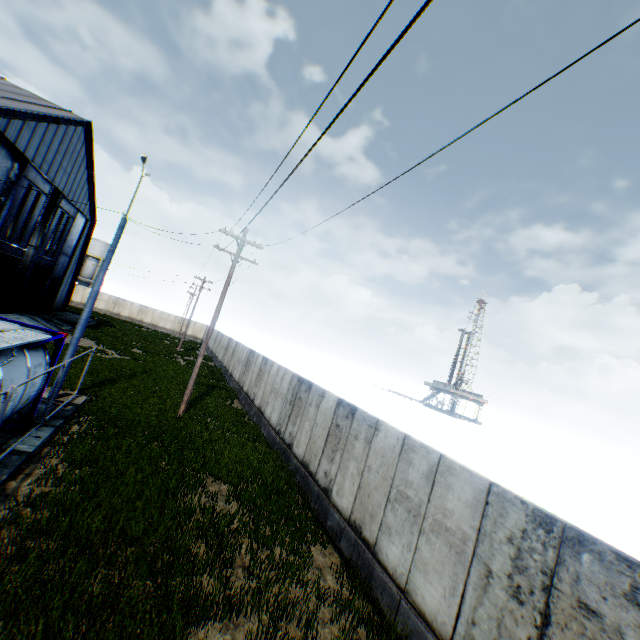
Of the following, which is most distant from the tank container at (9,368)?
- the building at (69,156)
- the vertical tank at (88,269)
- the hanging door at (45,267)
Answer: the vertical tank at (88,269)

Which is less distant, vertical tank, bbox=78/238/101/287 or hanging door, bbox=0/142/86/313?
hanging door, bbox=0/142/86/313

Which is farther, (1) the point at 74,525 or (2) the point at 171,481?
(2) the point at 171,481

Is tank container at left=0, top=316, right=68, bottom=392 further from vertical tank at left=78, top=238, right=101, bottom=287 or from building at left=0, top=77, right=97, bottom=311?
vertical tank at left=78, top=238, right=101, bottom=287

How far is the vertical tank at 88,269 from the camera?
59.5m

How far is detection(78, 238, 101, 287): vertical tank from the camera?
59.5m

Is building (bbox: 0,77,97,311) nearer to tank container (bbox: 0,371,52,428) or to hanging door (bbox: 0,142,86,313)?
hanging door (bbox: 0,142,86,313)

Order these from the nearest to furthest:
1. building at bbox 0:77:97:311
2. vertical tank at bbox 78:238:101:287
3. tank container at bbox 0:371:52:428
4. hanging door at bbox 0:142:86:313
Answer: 1. tank container at bbox 0:371:52:428
2. building at bbox 0:77:97:311
3. hanging door at bbox 0:142:86:313
4. vertical tank at bbox 78:238:101:287
